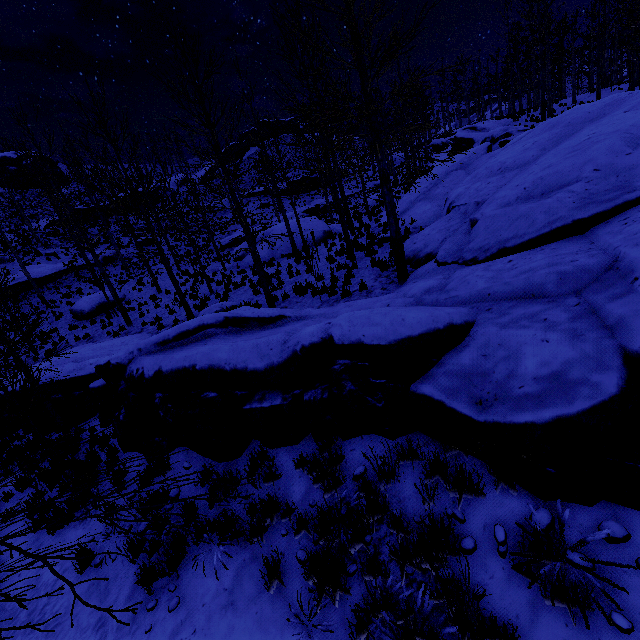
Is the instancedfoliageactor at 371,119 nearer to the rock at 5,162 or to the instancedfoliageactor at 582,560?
the instancedfoliageactor at 582,560

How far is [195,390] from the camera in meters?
5.8 m

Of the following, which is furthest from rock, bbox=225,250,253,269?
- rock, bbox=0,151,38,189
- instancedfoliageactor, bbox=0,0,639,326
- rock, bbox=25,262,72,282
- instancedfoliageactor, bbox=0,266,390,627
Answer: rock, bbox=0,151,38,189

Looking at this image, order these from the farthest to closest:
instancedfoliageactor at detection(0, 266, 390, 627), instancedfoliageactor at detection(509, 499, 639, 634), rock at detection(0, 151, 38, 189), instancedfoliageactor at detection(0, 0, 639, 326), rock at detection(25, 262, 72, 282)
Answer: rock at detection(0, 151, 38, 189)
rock at detection(25, 262, 72, 282)
instancedfoliageactor at detection(0, 0, 639, 326)
instancedfoliageactor at detection(509, 499, 639, 634)
instancedfoliageactor at detection(0, 266, 390, 627)

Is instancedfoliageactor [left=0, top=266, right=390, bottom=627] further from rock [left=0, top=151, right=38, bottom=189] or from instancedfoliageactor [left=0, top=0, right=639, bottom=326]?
rock [left=0, top=151, right=38, bottom=189]

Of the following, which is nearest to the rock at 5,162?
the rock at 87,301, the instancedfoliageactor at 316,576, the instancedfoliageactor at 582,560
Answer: the rock at 87,301

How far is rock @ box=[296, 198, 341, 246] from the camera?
23.2m
